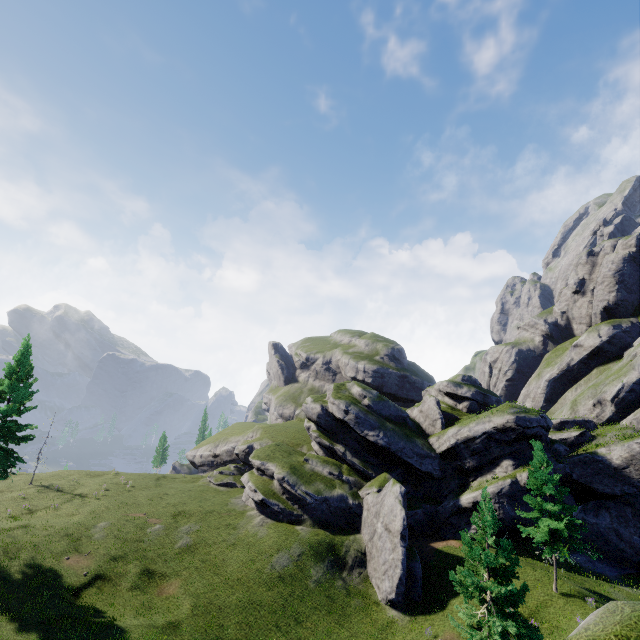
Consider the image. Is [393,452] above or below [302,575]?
above

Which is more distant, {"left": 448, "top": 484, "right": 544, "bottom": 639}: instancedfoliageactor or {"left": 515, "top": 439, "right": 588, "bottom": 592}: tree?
{"left": 515, "top": 439, "right": 588, "bottom": 592}: tree

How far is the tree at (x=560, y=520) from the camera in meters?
23.3 m

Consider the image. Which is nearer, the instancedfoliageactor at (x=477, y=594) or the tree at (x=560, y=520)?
the instancedfoliageactor at (x=477, y=594)

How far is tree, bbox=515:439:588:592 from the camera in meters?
23.3
